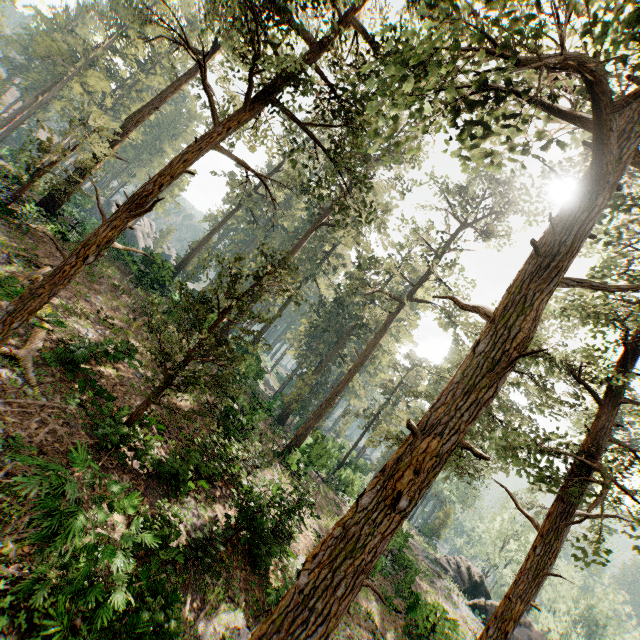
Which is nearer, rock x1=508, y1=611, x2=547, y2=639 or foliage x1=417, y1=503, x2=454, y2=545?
rock x1=508, y1=611, x2=547, y2=639

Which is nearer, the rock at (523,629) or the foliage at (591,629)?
the rock at (523,629)

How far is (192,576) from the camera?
9.15m

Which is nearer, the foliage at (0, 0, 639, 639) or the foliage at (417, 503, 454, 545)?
the foliage at (0, 0, 639, 639)

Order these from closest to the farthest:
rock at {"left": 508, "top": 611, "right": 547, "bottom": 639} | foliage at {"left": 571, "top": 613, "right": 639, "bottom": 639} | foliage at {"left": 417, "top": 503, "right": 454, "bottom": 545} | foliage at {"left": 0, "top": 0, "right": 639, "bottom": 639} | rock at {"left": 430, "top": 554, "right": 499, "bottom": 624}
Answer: foliage at {"left": 0, "top": 0, "right": 639, "bottom": 639} < rock at {"left": 508, "top": 611, "right": 547, "bottom": 639} < rock at {"left": 430, "top": 554, "right": 499, "bottom": 624} < foliage at {"left": 571, "top": 613, "right": 639, "bottom": 639} < foliage at {"left": 417, "top": 503, "right": 454, "bottom": 545}
